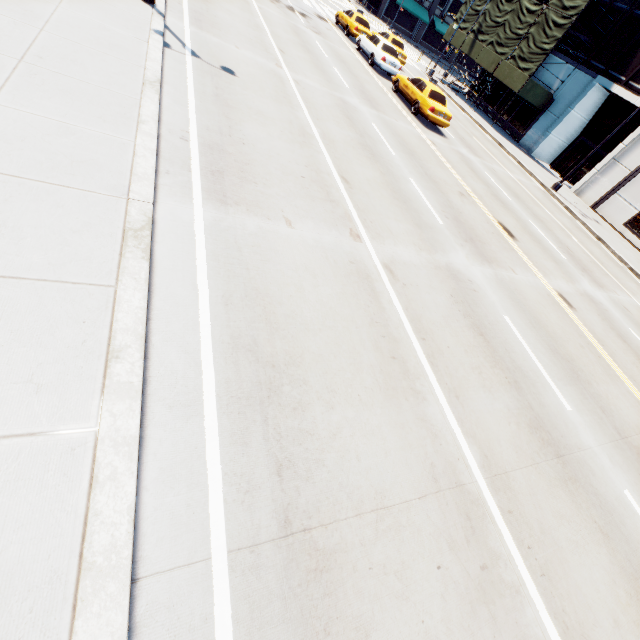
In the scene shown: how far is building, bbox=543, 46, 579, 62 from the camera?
26.0m

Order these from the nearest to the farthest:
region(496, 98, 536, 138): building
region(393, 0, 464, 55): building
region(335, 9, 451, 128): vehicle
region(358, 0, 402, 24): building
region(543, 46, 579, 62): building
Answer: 1. region(335, 9, 451, 128): vehicle
2. region(543, 46, 579, 62): building
3. region(496, 98, 536, 138): building
4. region(358, 0, 402, 24): building
5. region(393, 0, 464, 55): building

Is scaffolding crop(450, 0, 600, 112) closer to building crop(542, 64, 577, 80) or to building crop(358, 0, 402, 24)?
building crop(542, 64, 577, 80)

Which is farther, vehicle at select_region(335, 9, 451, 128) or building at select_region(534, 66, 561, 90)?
building at select_region(534, 66, 561, 90)

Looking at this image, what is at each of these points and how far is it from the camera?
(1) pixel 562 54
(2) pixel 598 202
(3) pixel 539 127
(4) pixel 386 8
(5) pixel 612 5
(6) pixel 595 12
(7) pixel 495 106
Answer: (1) building, 26.72m
(2) building, 24.00m
(3) building, 28.03m
(4) building, 48.97m
(5) building, 24.03m
(6) building, 24.95m
(7) building, 31.78m

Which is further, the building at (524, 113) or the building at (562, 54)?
the building at (524, 113)

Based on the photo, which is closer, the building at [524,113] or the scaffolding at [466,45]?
the scaffolding at [466,45]

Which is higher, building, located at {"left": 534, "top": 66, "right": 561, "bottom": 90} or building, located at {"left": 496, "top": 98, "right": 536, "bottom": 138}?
building, located at {"left": 534, "top": 66, "right": 561, "bottom": 90}
